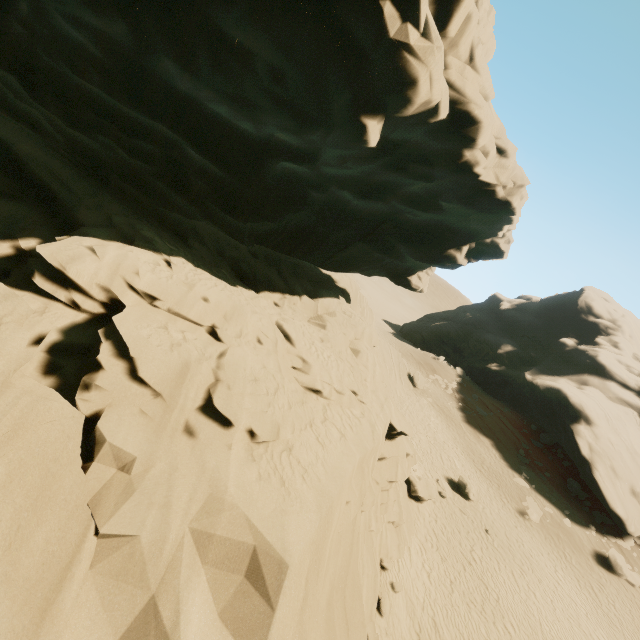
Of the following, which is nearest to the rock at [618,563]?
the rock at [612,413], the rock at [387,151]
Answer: the rock at [612,413]

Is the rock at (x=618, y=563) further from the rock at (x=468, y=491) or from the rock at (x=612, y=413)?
the rock at (x=468, y=491)

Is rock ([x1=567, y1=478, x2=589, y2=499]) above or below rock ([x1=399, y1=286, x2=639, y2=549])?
below

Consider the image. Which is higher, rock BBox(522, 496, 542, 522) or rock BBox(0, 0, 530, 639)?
rock BBox(0, 0, 530, 639)

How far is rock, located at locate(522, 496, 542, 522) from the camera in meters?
22.2 m

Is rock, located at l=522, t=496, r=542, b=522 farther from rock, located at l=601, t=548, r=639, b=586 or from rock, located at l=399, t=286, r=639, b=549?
rock, located at l=399, t=286, r=639, b=549

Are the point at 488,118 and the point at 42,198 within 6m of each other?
no
